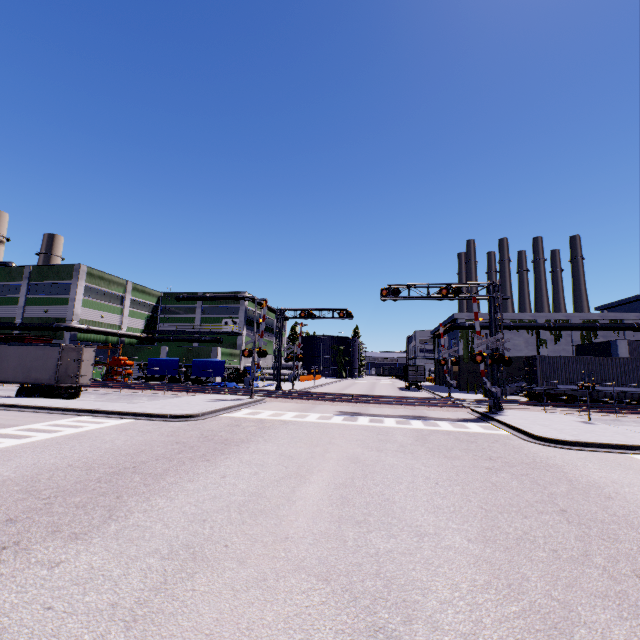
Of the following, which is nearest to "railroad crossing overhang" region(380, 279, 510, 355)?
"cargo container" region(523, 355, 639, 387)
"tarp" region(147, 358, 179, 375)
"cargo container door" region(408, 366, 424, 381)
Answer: "cargo container" region(523, 355, 639, 387)

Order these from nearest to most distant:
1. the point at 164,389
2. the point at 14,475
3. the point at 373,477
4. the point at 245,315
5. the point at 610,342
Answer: the point at 14,475
the point at 373,477
the point at 164,389
the point at 610,342
the point at 245,315

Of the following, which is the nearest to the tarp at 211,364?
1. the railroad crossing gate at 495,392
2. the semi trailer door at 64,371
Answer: the semi trailer door at 64,371

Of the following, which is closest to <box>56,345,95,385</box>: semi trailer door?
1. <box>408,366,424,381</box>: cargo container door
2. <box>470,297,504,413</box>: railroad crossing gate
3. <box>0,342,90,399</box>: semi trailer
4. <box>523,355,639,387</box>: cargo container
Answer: <box>0,342,90,399</box>: semi trailer

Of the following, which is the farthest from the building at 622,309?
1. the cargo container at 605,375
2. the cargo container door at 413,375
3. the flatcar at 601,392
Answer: the flatcar at 601,392

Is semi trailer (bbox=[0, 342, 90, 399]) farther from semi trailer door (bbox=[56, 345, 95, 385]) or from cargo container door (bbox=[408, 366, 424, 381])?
cargo container door (bbox=[408, 366, 424, 381])

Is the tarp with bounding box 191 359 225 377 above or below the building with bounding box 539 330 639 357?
below

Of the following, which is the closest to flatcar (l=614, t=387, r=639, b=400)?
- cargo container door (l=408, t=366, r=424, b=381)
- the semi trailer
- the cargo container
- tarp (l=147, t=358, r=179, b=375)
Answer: the cargo container
